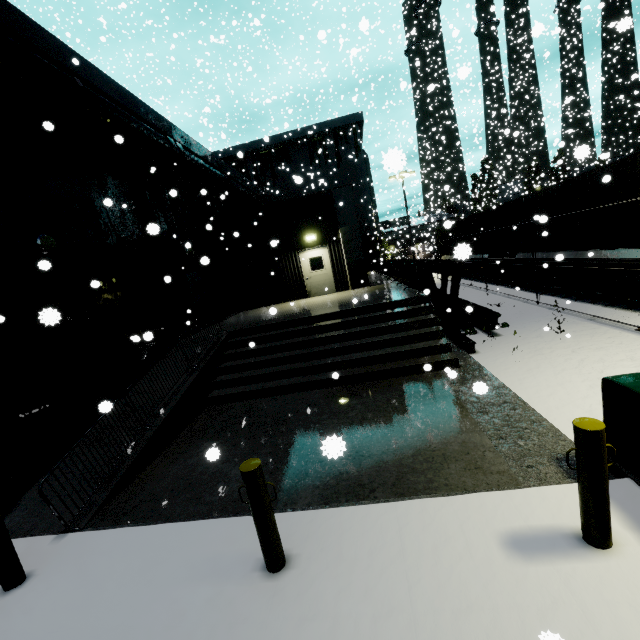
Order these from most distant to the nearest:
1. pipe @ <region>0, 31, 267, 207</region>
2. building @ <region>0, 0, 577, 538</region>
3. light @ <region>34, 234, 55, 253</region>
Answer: light @ <region>34, 234, 55, 253</region> < pipe @ <region>0, 31, 267, 207</region> < building @ <region>0, 0, 577, 538</region>

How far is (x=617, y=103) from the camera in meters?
42.4 m

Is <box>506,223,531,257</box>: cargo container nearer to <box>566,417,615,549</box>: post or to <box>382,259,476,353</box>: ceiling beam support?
<box>382,259,476,353</box>: ceiling beam support

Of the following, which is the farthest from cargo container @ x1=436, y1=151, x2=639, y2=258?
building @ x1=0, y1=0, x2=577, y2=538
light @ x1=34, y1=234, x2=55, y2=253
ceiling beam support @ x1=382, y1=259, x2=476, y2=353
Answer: light @ x1=34, y1=234, x2=55, y2=253

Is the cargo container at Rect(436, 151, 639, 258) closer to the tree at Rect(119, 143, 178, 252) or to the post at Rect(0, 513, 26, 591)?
the tree at Rect(119, 143, 178, 252)

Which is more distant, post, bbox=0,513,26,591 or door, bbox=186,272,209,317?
door, bbox=186,272,209,317

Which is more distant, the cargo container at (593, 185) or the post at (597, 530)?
the cargo container at (593, 185)

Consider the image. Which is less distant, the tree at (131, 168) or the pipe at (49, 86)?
the pipe at (49, 86)
